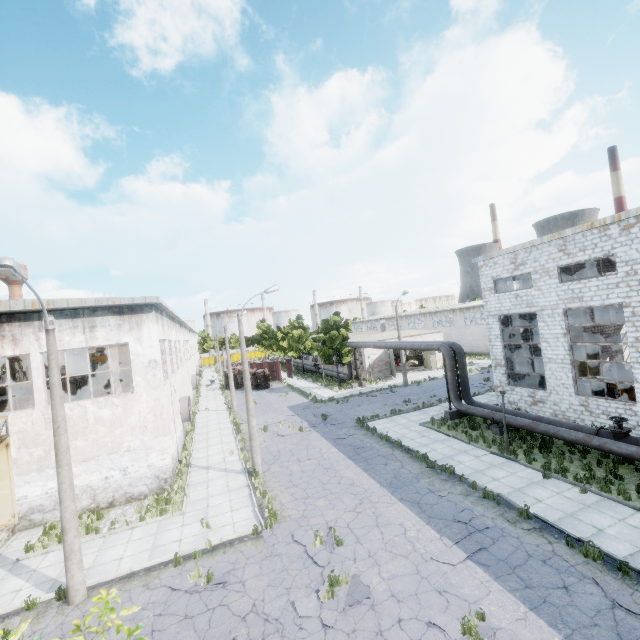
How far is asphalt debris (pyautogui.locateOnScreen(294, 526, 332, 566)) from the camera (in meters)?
10.43

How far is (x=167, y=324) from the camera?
22.6 meters

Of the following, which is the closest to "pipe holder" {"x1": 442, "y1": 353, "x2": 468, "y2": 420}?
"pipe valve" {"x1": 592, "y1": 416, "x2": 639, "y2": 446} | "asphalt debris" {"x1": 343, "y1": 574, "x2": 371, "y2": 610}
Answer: "pipe valve" {"x1": 592, "y1": 416, "x2": 639, "y2": 446}

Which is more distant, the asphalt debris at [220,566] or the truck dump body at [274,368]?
the truck dump body at [274,368]

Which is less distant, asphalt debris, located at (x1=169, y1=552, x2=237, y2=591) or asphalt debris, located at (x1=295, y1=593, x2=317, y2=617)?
asphalt debris, located at (x1=295, y1=593, x2=317, y2=617)

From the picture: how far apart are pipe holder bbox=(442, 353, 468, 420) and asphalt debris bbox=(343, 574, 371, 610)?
15.0m

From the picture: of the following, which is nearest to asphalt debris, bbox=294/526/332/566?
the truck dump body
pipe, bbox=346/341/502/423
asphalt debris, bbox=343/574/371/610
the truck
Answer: asphalt debris, bbox=343/574/371/610

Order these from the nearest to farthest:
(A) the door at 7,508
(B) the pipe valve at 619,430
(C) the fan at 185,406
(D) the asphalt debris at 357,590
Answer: (D) the asphalt debris at 357,590 < (B) the pipe valve at 619,430 < (A) the door at 7,508 < (C) the fan at 185,406
